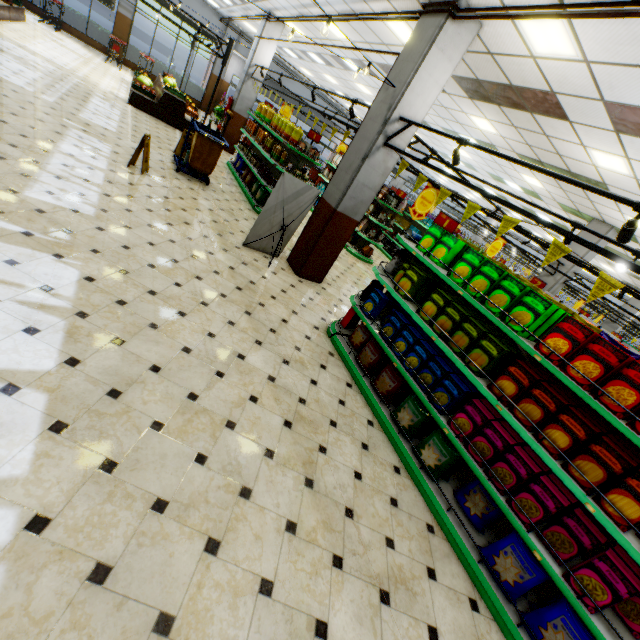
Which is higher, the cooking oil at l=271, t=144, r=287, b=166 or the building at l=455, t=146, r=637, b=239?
the building at l=455, t=146, r=637, b=239

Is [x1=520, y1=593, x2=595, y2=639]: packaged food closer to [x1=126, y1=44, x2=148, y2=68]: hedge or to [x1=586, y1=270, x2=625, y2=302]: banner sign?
[x1=586, y1=270, x2=625, y2=302]: banner sign

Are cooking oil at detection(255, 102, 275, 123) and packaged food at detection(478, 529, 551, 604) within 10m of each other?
no

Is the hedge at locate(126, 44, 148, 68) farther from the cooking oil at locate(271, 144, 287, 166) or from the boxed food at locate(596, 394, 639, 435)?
the boxed food at locate(596, 394, 639, 435)

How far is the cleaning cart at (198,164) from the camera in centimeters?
730cm

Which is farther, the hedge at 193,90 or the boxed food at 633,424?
the hedge at 193,90

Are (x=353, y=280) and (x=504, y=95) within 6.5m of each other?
yes

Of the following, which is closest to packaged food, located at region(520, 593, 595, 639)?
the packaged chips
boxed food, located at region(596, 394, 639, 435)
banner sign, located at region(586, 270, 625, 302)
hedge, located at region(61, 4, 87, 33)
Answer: boxed food, located at region(596, 394, 639, 435)
